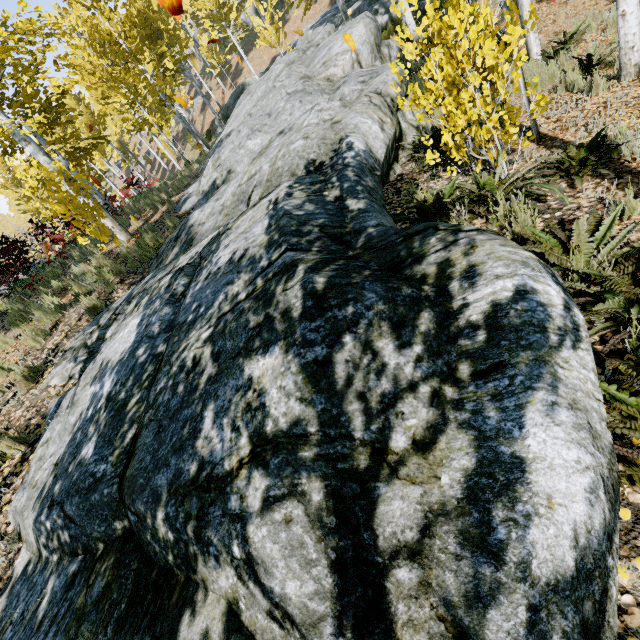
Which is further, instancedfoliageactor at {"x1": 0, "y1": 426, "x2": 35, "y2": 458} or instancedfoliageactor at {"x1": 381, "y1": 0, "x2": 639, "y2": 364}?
instancedfoliageactor at {"x1": 0, "y1": 426, "x2": 35, "y2": 458}

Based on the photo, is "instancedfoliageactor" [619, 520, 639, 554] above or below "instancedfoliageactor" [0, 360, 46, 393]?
below

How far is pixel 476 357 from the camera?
1.58m

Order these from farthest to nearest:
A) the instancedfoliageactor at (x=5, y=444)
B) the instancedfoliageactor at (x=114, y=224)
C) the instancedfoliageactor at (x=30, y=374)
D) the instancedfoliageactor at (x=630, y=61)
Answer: the instancedfoliageactor at (x=114, y=224) → the instancedfoliageactor at (x=30, y=374) → the instancedfoliageactor at (x=5, y=444) → the instancedfoliageactor at (x=630, y=61)

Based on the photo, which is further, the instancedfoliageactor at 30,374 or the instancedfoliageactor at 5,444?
the instancedfoliageactor at 30,374

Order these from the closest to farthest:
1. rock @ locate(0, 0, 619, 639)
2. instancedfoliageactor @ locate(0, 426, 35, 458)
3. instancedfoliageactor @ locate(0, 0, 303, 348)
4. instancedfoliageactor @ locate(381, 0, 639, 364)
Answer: rock @ locate(0, 0, 619, 639) < instancedfoliageactor @ locate(381, 0, 639, 364) < instancedfoliageactor @ locate(0, 426, 35, 458) < instancedfoliageactor @ locate(0, 0, 303, 348)
